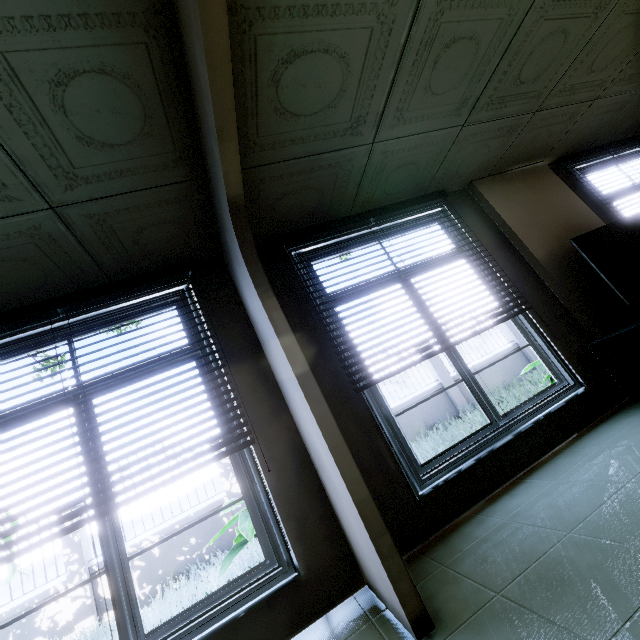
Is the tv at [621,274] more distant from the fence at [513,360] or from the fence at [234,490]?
the fence at [234,490]

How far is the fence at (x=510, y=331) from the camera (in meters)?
10.13

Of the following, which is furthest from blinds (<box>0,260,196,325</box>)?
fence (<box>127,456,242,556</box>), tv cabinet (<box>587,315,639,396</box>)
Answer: fence (<box>127,456,242,556</box>)

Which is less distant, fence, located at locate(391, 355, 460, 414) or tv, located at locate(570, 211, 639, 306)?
tv, located at locate(570, 211, 639, 306)

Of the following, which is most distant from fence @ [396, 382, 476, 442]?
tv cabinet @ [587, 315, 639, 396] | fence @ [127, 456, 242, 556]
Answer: tv cabinet @ [587, 315, 639, 396]

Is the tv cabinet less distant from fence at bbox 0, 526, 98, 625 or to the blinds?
the blinds

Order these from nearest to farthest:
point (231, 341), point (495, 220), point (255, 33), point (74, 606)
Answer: point (255, 33)
point (231, 341)
point (495, 220)
point (74, 606)
